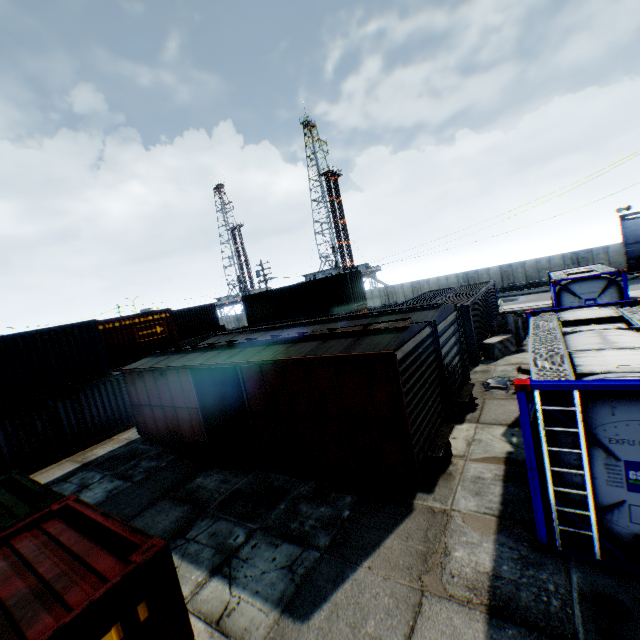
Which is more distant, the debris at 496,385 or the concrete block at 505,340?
the concrete block at 505,340

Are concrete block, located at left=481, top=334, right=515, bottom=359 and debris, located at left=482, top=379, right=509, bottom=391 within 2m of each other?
no

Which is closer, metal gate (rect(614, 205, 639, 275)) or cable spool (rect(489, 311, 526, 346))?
cable spool (rect(489, 311, 526, 346))

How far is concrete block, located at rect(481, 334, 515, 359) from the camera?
15.8 meters

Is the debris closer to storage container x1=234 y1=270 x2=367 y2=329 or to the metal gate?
storage container x1=234 y1=270 x2=367 y2=329

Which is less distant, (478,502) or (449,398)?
(478,502)

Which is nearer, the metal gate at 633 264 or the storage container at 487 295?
the storage container at 487 295

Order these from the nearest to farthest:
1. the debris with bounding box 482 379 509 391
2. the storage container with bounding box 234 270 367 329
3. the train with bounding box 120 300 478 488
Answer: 1. the train with bounding box 120 300 478 488
2. the debris with bounding box 482 379 509 391
3. the storage container with bounding box 234 270 367 329
